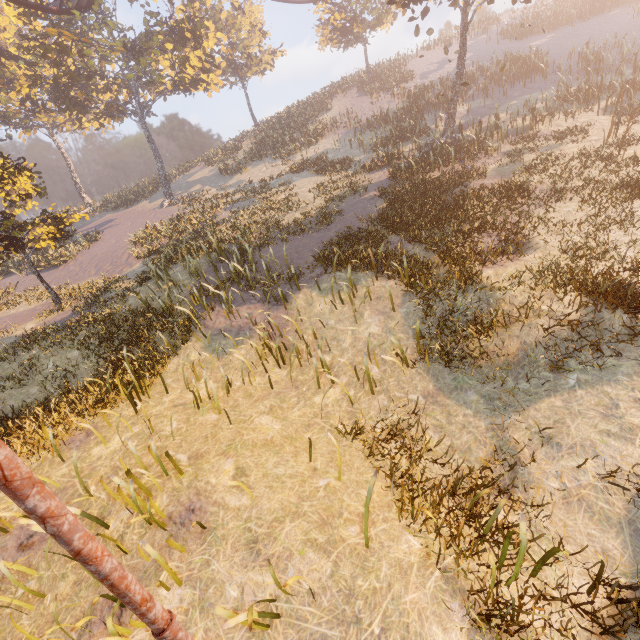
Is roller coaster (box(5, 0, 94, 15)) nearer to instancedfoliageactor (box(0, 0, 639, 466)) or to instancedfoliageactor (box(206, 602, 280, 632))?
instancedfoliageactor (box(0, 0, 639, 466))

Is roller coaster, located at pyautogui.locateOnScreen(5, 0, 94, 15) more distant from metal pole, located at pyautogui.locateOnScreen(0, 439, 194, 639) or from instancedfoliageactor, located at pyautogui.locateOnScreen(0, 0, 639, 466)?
instancedfoliageactor, located at pyautogui.locateOnScreen(0, 0, 639, 466)

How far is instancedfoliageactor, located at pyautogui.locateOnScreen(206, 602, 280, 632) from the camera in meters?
3.5

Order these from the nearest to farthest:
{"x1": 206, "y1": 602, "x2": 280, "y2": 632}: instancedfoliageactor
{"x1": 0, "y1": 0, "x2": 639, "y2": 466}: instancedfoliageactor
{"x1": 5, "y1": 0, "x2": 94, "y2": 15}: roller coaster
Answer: {"x1": 206, "y1": 602, "x2": 280, "y2": 632}: instancedfoliageactor → {"x1": 0, "y1": 0, "x2": 639, "y2": 466}: instancedfoliageactor → {"x1": 5, "y1": 0, "x2": 94, "y2": 15}: roller coaster

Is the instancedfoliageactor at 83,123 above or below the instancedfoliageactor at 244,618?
above

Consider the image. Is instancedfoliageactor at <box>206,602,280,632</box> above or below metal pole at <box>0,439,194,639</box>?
below

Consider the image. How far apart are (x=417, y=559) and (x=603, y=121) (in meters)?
20.04

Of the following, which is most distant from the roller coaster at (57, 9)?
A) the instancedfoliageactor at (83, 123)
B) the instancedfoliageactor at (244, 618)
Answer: the instancedfoliageactor at (244, 618)
